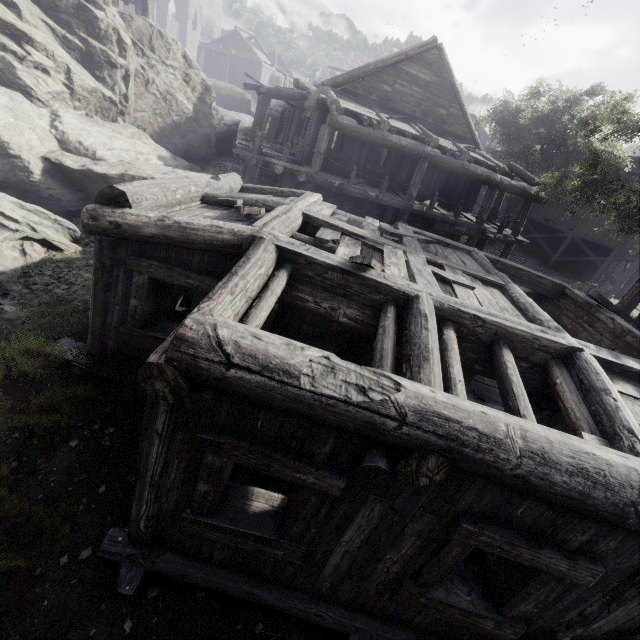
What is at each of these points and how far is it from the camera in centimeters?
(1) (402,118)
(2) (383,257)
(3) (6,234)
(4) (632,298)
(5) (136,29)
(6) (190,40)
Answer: (1) building, 1430cm
(2) wooden plank rubble, 559cm
(3) rubble, 729cm
(4) wooden lamp post, 917cm
(5) rock, 1442cm
(6) building, 5969cm

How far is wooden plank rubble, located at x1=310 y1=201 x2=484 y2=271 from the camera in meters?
6.7 m

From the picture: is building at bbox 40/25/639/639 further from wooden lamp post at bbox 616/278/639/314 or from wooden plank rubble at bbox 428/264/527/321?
wooden lamp post at bbox 616/278/639/314

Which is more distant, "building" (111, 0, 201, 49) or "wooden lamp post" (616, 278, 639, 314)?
"building" (111, 0, 201, 49)

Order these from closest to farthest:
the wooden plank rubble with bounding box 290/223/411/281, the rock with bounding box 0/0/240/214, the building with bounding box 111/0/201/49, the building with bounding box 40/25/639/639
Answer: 1. the building with bounding box 40/25/639/639
2. the wooden plank rubble with bounding box 290/223/411/281
3. the rock with bounding box 0/0/240/214
4. the building with bounding box 111/0/201/49

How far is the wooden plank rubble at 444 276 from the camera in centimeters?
496cm

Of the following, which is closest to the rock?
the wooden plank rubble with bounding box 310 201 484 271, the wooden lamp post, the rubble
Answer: the rubble

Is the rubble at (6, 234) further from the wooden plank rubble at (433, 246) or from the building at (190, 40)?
the wooden plank rubble at (433, 246)
